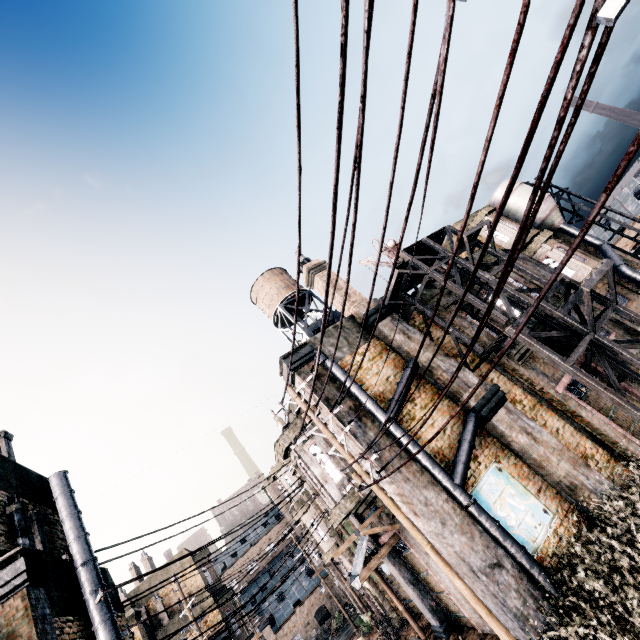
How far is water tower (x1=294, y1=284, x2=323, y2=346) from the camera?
20.05m

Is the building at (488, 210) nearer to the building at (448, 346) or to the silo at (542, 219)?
the silo at (542, 219)

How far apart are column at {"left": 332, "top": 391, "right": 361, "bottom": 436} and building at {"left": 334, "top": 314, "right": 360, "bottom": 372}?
0.0m

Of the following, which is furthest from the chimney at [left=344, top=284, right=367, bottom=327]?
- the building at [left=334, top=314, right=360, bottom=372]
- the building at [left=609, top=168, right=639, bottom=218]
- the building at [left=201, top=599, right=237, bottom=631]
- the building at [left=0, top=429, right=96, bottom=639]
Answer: the building at [left=609, top=168, right=639, bottom=218]

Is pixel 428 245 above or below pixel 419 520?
above

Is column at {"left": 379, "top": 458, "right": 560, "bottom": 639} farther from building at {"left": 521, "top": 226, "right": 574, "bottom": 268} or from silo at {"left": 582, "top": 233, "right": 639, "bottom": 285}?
silo at {"left": 582, "top": 233, "right": 639, "bottom": 285}

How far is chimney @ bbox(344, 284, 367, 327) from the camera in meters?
15.4 m

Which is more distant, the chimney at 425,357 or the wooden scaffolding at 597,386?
the chimney at 425,357
